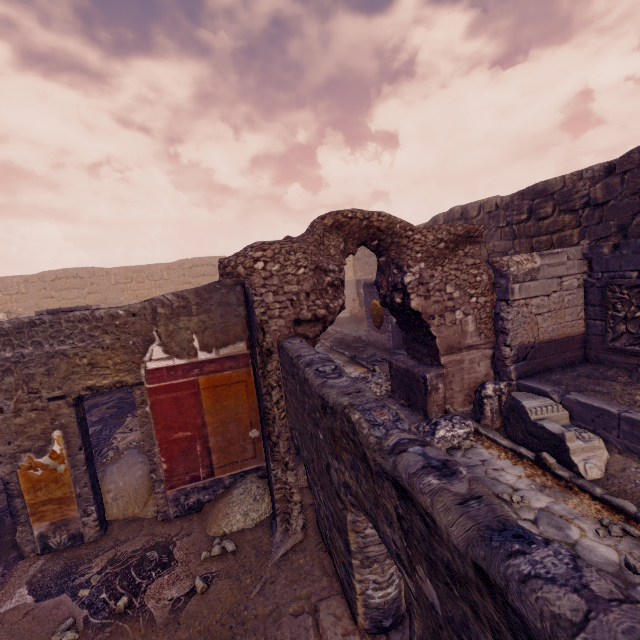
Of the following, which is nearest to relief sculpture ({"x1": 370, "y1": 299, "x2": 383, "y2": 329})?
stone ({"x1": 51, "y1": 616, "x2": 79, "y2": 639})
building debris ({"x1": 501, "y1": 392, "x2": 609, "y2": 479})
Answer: building debris ({"x1": 501, "y1": 392, "x2": 609, "y2": 479})

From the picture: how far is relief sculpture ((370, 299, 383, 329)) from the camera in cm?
1086

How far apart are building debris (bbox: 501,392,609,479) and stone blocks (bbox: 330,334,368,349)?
7.2m

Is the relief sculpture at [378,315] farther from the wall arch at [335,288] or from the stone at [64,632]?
the stone at [64,632]

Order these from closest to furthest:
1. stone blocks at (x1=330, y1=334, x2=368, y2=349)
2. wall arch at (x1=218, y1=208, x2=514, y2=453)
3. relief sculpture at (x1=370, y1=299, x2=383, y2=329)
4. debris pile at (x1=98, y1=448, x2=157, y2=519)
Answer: debris pile at (x1=98, y1=448, x2=157, y2=519)
wall arch at (x1=218, y1=208, x2=514, y2=453)
relief sculpture at (x1=370, y1=299, x2=383, y2=329)
stone blocks at (x1=330, y1=334, x2=368, y2=349)

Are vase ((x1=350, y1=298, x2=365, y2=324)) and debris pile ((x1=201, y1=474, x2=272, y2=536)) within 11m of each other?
no

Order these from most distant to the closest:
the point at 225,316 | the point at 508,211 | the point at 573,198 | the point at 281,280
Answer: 1. the point at 508,211
2. the point at 573,198
3. the point at 281,280
4. the point at 225,316

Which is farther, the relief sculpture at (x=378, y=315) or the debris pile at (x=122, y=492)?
the relief sculpture at (x=378, y=315)
